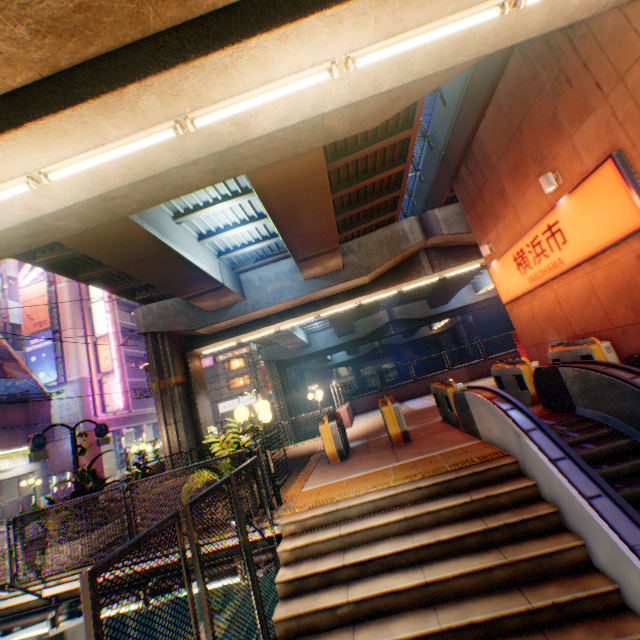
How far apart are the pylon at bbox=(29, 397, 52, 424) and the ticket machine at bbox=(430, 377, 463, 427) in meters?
25.5 m

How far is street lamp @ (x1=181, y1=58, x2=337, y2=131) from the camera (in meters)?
4.59

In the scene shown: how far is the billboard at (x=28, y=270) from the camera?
28.3m

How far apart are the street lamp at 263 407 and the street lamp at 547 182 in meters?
8.6

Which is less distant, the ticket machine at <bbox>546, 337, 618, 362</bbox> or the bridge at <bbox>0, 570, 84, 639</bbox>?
the bridge at <bbox>0, 570, 84, 639</bbox>

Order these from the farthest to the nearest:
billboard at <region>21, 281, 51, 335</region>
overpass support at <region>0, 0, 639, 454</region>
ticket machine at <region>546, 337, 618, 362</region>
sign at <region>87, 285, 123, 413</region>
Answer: sign at <region>87, 285, 123, 413</region>, billboard at <region>21, 281, 51, 335</region>, ticket machine at <region>546, 337, 618, 362</region>, overpass support at <region>0, 0, 639, 454</region>

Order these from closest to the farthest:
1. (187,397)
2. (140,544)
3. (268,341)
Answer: (140,544)
(187,397)
(268,341)

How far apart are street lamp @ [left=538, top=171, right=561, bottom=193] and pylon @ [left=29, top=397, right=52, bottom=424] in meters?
29.8 m
